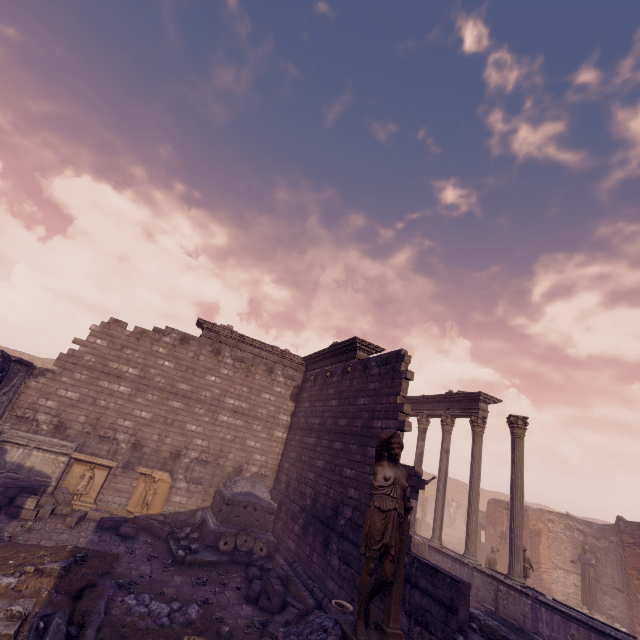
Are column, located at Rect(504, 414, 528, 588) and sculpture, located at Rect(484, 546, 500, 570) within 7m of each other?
yes

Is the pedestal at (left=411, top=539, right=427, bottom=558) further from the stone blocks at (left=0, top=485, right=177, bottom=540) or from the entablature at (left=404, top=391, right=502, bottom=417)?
the stone blocks at (left=0, top=485, right=177, bottom=540)

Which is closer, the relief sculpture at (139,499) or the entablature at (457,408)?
the relief sculpture at (139,499)

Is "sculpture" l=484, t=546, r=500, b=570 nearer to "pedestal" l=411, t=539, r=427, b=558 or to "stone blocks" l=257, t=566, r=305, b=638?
"pedestal" l=411, t=539, r=427, b=558

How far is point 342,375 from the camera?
12.62m

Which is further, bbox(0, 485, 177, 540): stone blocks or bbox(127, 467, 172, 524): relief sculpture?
bbox(127, 467, 172, 524): relief sculpture

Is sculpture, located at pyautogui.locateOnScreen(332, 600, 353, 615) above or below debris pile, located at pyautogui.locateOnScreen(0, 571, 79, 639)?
above

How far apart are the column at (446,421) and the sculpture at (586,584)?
7.8 meters
